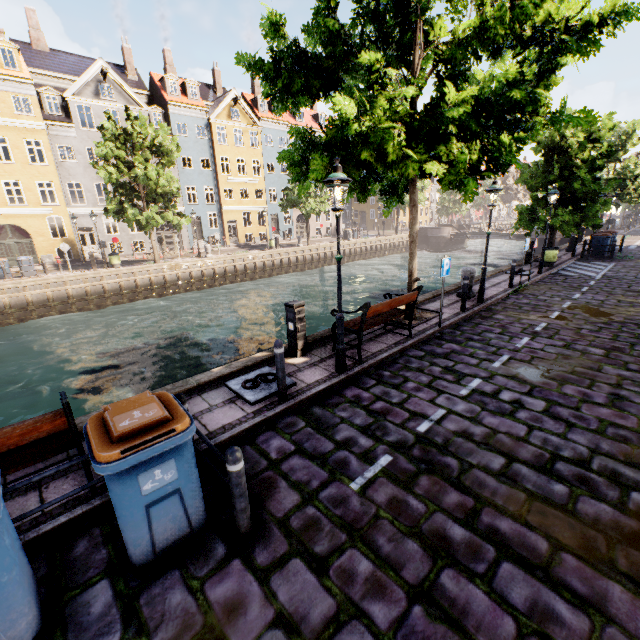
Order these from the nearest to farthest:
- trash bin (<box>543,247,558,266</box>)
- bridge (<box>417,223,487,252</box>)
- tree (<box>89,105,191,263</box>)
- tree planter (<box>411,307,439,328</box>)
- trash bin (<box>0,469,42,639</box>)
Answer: trash bin (<box>0,469,42,639</box>) → tree planter (<box>411,307,439,328</box>) → trash bin (<box>543,247,558,266</box>) → tree (<box>89,105,191,263</box>) → bridge (<box>417,223,487,252</box>)

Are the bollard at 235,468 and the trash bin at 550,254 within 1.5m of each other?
no

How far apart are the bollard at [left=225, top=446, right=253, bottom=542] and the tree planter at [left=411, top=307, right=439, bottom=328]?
6.53m

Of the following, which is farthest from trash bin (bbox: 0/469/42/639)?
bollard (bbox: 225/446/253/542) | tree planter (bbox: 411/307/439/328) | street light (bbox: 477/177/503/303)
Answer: street light (bbox: 477/177/503/303)

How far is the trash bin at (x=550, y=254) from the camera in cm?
1670

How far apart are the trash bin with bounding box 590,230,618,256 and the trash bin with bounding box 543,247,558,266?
5.4m

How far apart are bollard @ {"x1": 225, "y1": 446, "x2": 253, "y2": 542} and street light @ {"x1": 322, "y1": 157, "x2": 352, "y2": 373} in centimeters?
353cm

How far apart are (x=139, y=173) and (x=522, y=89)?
22.0m
